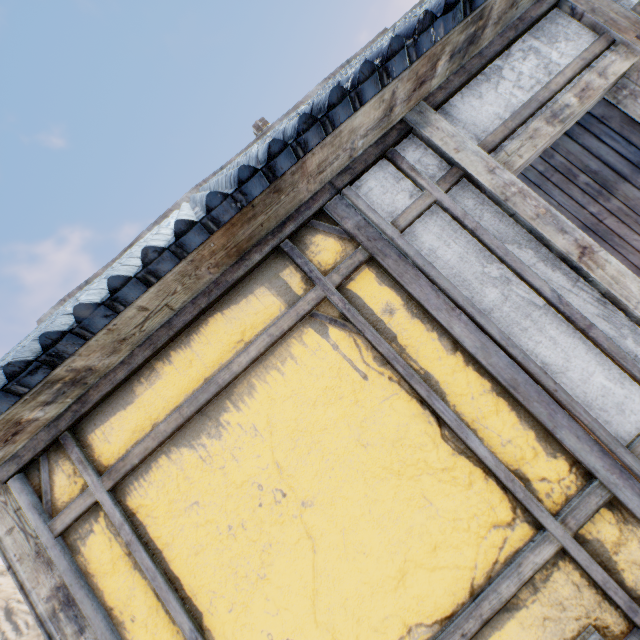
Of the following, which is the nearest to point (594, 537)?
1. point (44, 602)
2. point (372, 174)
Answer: point (372, 174)
